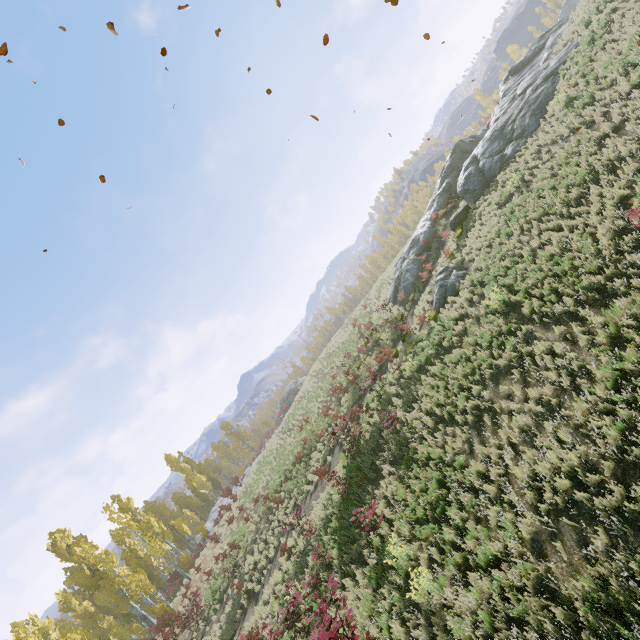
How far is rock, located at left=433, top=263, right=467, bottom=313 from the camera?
16.77m

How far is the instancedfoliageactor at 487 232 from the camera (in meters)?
16.78

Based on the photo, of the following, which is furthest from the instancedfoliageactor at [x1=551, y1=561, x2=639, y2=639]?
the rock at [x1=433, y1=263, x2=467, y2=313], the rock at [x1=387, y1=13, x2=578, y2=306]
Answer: the rock at [x1=433, y1=263, x2=467, y2=313]

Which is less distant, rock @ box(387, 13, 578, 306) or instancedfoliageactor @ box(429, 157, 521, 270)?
instancedfoliageactor @ box(429, 157, 521, 270)

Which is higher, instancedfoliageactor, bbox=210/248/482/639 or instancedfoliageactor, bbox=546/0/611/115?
instancedfoliageactor, bbox=546/0/611/115

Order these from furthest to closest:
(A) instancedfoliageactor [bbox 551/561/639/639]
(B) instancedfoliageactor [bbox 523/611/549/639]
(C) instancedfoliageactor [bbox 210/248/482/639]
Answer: (C) instancedfoliageactor [bbox 210/248/482/639] < (B) instancedfoliageactor [bbox 523/611/549/639] < (A) instancedfoliageactor [bbox 551/561/639/639]

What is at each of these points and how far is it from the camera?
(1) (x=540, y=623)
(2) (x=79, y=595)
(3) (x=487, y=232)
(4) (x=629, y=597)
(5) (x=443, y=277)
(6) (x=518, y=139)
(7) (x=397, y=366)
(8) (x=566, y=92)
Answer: (1) instancedfoliageactor, 5.7m
(2) instancedfoliageactor, 39.3m
(3) instancedfoliageactor, 17.0m
(4) instancedfoliageactor, 4.9m
(5) rock, 17.9m
(6) rock, 19.8m
(7) instancedfoliageactor, 15.8m
(8) instancedfoliageactor, 17.4m

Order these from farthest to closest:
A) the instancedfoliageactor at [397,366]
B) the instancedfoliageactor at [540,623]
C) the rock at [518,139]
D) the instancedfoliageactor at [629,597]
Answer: the rock at [518,139] < the instancedfoliageactor at [397,366] < the instancedfoliageactor at [540,623] < the instancedfoliageactor at [629,597]
